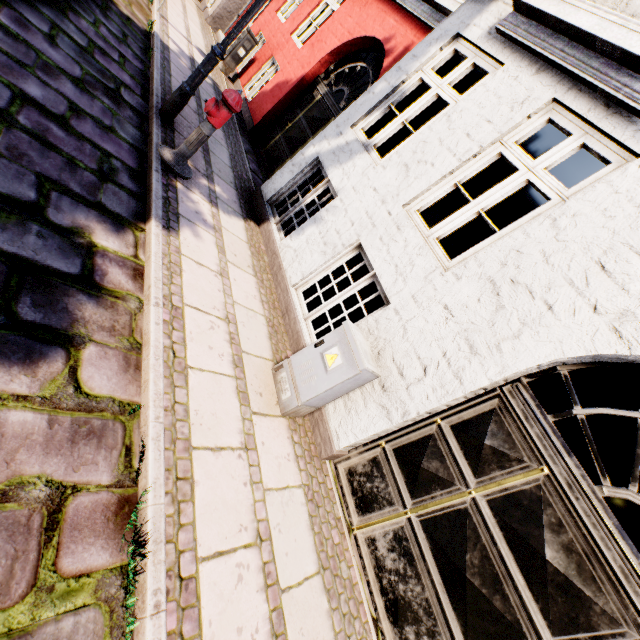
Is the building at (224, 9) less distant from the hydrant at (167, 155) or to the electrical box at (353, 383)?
the electrical box at (353, 383)

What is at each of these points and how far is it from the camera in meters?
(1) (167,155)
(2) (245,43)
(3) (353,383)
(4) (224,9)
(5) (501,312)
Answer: (1) hydrant, 4.0 m
(2) electrical box, 8.8 m
(3) electrical box, 3.1 m
(4) building, 11.1 m
(5) building, 2.9 m

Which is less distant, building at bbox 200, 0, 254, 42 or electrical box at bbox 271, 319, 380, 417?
electrical box at bbox 271, 319, 380, 417

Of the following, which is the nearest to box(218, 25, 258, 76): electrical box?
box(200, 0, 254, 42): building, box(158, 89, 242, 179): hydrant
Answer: box(200, 0, 254, 42): building

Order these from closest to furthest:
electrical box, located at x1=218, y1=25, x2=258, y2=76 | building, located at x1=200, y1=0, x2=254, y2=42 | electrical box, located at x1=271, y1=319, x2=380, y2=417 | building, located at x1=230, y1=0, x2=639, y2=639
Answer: building, located at x1=230, y1=0, x2=639, y2=639 < electrical box, located at x1=271, y1=319, x2=380, y2=417 < electrical box, located at x1=218, y1=25, x2=258, y2=76 < building, located at x1=200, y1=0, x2=254, y2=42

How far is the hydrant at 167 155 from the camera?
3.7 meters

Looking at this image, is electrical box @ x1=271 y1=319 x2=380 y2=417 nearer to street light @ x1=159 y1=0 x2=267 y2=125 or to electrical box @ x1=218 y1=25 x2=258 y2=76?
street light @ x1=159 y1=0 x2=267 y2=125
